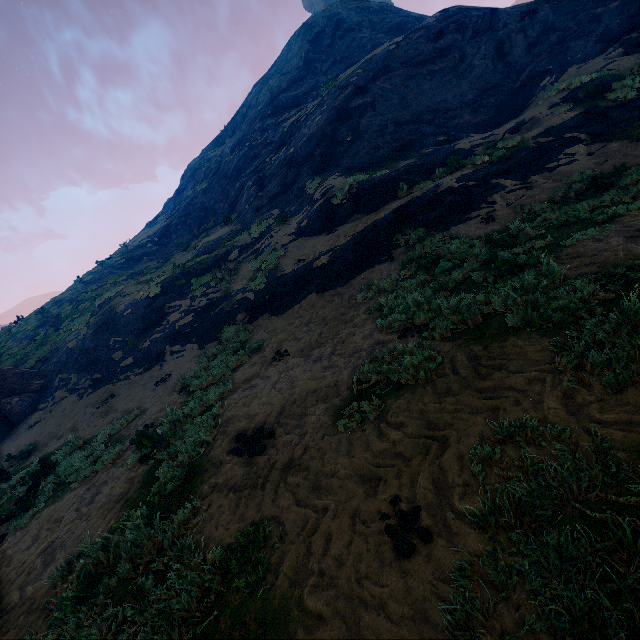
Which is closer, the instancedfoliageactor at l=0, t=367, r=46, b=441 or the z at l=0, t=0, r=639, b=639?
the z at l=0, t=0, r=639, b=639

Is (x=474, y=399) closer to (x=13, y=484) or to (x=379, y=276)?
(x=379, y=276)

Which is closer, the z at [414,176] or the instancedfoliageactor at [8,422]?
the z at [414,176]
